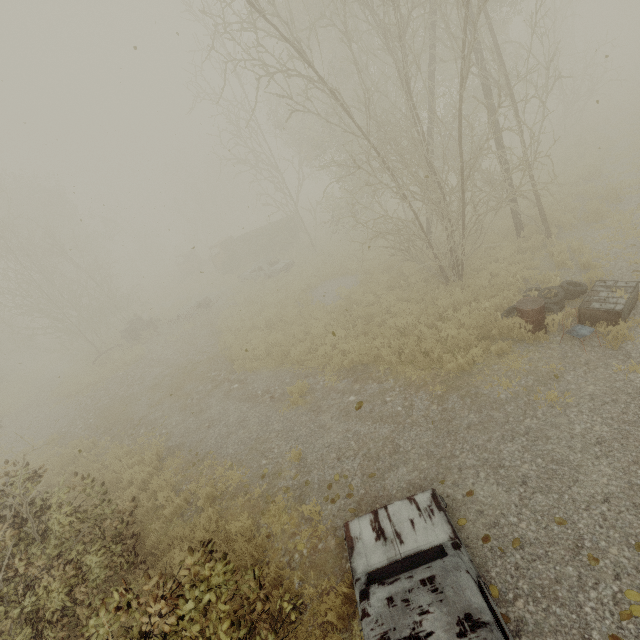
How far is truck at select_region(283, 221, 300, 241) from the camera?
25.2m

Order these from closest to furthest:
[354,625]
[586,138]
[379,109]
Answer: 1. [354,625]
2. [379,109]
3. [586,138]

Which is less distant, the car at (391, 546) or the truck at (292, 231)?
the car at (391, 546)

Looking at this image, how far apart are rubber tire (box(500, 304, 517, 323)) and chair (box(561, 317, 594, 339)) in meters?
0.6 m

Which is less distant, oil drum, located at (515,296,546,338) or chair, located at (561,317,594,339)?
chair, located at (561,317,594,339)

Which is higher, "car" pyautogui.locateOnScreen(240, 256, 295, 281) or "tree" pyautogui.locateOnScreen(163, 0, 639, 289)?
"tree" pyautogui.locateOnScreen(163, 0, 639, 289)

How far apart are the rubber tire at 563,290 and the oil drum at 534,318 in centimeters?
2cm

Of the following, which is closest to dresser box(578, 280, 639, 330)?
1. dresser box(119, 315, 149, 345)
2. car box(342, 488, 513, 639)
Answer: car box(342, 488, 513, 639)
